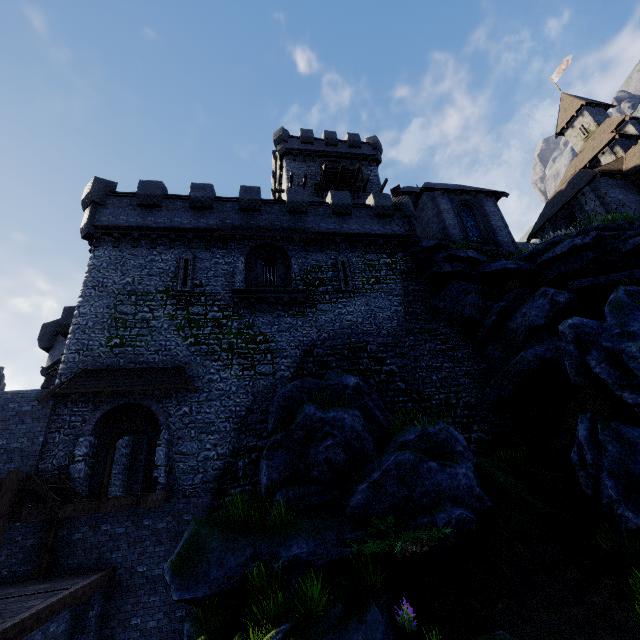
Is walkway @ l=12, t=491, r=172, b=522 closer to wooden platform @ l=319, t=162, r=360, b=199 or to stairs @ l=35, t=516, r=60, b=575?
stairs @ l=35, t=516, r=60, b=575

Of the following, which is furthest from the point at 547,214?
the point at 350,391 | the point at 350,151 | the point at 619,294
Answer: the point at 350,391

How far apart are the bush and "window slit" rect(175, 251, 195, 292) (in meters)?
13.94

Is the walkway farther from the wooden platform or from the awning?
the wooden platform

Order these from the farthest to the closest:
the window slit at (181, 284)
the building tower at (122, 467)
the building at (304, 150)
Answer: the building at (304, 150) → the window slit at (181, 284) → the building tower at (122, 467)

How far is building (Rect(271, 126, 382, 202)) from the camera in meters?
31.3

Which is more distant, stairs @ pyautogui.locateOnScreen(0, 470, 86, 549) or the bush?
stairs @ pyautogui.locateOnScreen(0, 470, 86, 549)

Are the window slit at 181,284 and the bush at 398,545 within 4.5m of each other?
no
